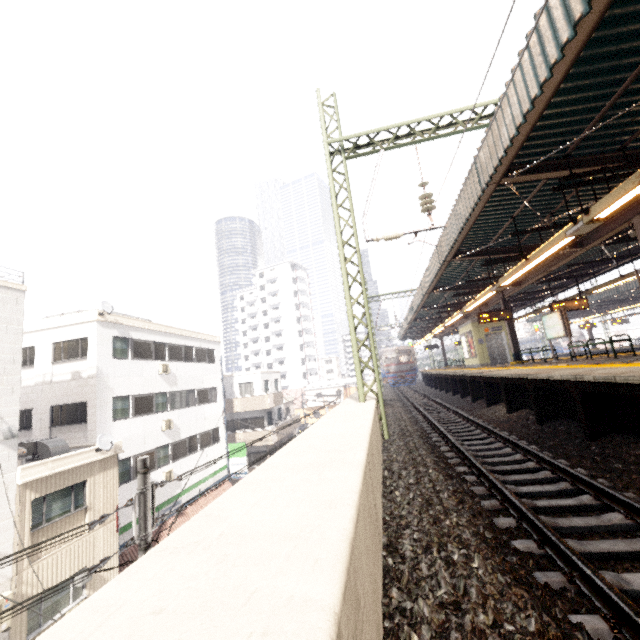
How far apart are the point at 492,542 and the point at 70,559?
14.81m

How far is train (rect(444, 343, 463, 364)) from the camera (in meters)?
43.66

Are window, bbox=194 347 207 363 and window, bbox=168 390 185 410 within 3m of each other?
yes

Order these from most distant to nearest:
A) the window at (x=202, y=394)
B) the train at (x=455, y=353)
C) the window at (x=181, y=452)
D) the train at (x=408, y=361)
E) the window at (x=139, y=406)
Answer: the train at (x=455, y=353)
the train at (x=408, y=361)
the window at (x=202, y=394)
the window at (x=181, y=452)
the window at (x=139, y=406)

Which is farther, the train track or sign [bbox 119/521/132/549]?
sign [bbox 119/521/132/549]

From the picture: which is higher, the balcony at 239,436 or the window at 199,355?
the window at 199,355

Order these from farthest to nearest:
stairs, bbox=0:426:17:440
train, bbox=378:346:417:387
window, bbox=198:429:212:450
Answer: train, bbox=378:346:417:387 < window, bbox=198:429:212:450 < stairs, bbox=0:426:17:440

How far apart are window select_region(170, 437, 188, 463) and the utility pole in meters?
13.4 m
